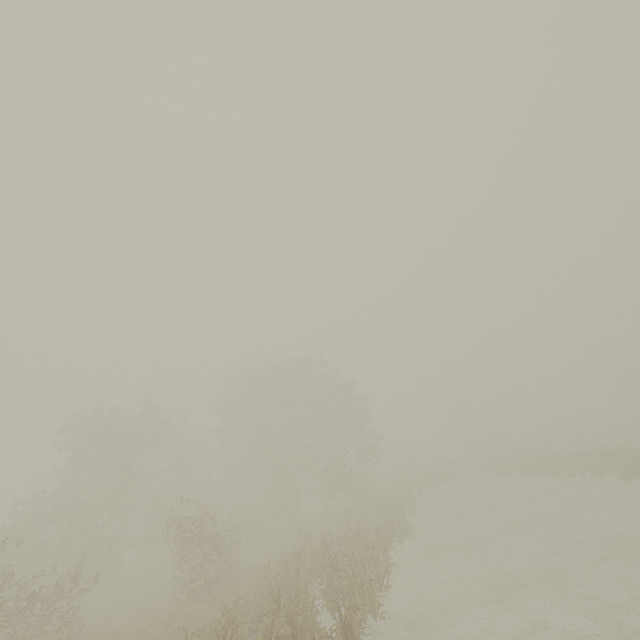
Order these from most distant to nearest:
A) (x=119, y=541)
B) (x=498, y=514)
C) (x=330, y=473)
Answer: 1. (x=330, y=473)
2. (x=119, y=541)
3. (x=498, y=514)
